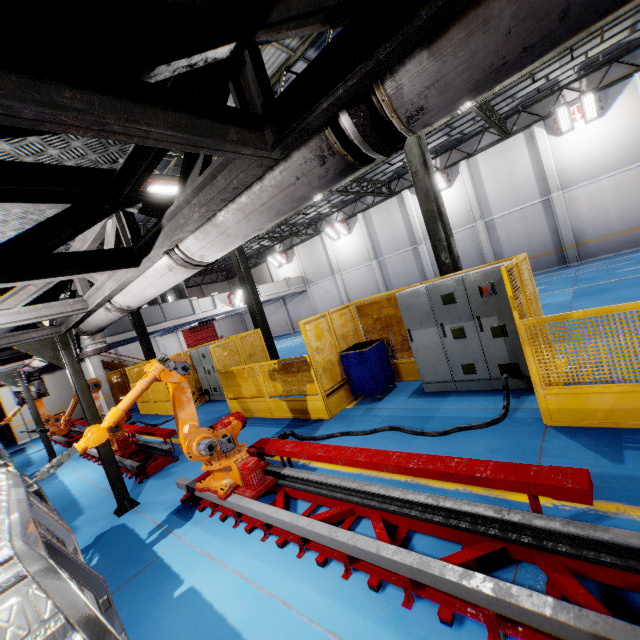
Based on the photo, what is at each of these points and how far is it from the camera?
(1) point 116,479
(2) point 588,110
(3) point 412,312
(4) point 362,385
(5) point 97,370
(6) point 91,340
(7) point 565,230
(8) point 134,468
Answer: (1) metal pole, 5.8m
(2) light, 15.8m
(3) cabinet, 6.5m
(4) toolbox, 7.4m
(5) cement column, 17.4m
(6) vent pipe, 5.8m
(7) cement column, 17.7m
(8) metal platform, 6.9m

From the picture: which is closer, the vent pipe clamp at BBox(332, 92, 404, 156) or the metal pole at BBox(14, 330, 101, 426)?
the vent pipe clamp at BBox(332, 92, 404, 156)

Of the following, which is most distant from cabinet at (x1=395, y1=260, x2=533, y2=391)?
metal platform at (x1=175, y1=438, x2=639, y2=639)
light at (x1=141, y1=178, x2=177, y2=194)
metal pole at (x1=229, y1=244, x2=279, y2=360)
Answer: light at (x1=141, y1=178, x2=177, y2=194)

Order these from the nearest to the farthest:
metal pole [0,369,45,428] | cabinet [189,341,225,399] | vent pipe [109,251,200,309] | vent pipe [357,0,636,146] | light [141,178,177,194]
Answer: vent pipe [357,0,636,146] → vent pipe [109,251,200,309] → light [141,178,177,194] → metal pole [0,369,45,428] → cabinet [189,341,225,399]

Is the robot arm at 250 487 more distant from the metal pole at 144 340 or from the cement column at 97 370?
the cement column at 97 370

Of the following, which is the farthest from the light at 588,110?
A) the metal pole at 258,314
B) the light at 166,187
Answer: the light at 166,187

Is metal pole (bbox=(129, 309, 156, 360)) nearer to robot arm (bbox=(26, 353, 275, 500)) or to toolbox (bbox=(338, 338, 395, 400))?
robot arm (bbox=(26, 353, 275, 500))

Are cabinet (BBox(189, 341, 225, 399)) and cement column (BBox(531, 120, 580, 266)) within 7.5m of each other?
no
